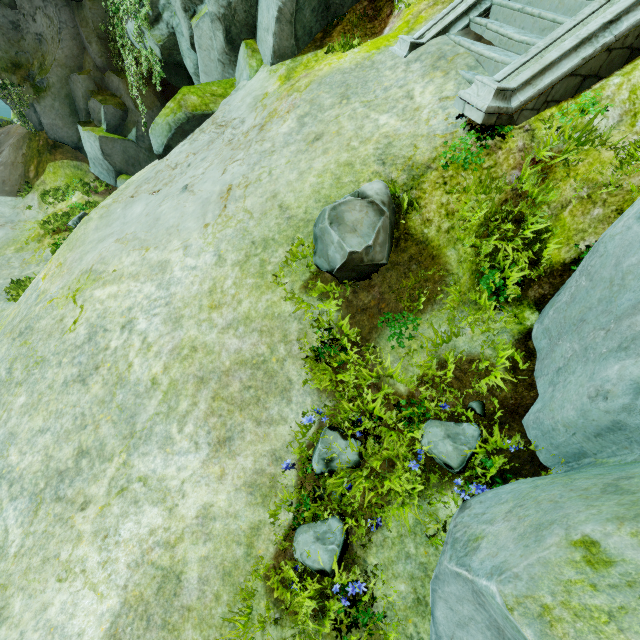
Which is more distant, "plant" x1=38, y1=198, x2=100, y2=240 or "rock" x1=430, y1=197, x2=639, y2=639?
"plant" x1=38, y1=198, x2=100, y2=240

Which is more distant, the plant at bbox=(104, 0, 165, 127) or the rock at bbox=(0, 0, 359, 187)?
the plant at bbox=(104, 0, 165, 127)

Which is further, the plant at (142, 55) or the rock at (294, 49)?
the plant at (142, 55)

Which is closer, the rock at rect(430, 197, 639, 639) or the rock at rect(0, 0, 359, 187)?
the rock at rect(430, 197, 639, 639)

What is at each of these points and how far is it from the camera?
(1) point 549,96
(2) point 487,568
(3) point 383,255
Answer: (1) stair, 4.3m
(2) rock, 2.1m
(3) plant, 4.1m

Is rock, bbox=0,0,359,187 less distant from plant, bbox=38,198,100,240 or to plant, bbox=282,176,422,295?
plant, bbox=38,198,100,240

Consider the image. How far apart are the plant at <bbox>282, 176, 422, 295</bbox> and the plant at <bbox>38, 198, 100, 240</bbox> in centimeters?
1305cm

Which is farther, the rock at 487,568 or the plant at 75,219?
the plant at 75,219
